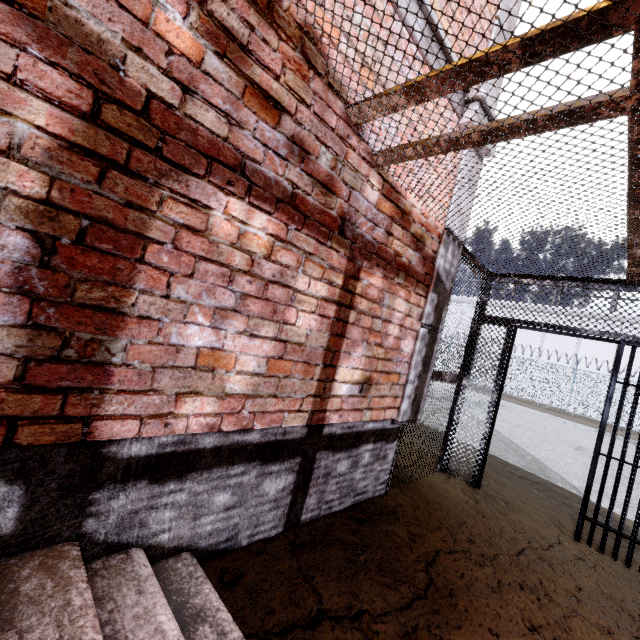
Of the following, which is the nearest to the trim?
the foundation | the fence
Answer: the foundation

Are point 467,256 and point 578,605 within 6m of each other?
yes

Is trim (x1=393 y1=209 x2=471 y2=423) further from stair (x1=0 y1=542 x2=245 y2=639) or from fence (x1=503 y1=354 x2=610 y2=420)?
fence (x1=503 y1=354 x2=610 y2=420)

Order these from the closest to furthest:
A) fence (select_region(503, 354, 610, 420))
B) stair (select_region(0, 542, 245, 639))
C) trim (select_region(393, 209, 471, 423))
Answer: stair (select_region(0, 542, 245, 639)) → trim (select_region(393, 209, 471, 423)) → fence (select_region(503, 354, 610, 420))

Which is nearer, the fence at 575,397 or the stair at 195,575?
the stair at 195,575

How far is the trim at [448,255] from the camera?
3.18m

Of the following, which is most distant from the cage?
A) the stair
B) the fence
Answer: the fence
